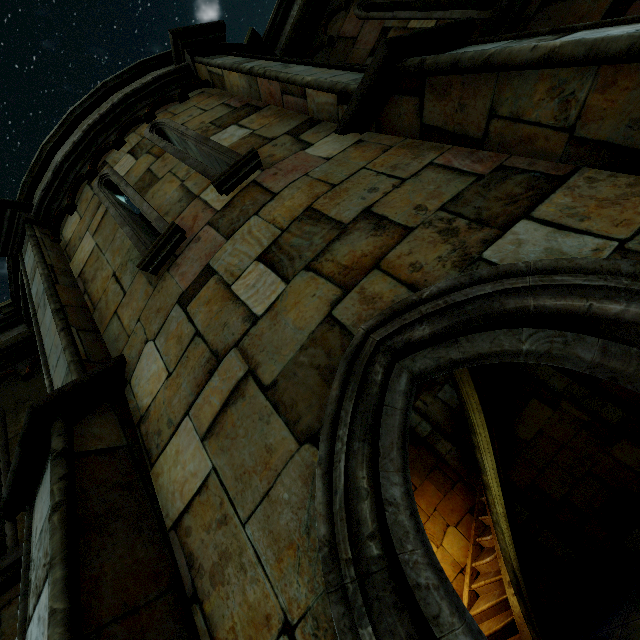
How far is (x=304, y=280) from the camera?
2.0m
